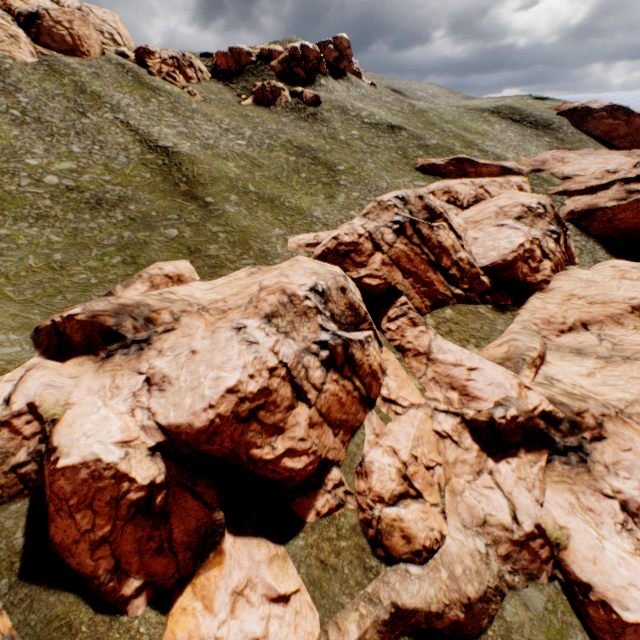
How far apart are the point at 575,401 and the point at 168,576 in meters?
25.2 m

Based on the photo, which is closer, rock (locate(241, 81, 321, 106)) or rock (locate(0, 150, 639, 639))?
rock (locate(0, 150, 639, 639))

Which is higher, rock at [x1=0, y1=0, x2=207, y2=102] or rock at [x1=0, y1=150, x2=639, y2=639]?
rock at [x1=0, y1=0, x2=207, y2=102]

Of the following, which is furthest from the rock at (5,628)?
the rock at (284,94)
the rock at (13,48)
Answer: the rock at (13,48)

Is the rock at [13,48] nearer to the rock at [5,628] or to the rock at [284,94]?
the rock at [284,94]

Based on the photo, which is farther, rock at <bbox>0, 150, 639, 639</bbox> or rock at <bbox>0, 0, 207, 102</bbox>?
rock at <bbox>0, 0, 207, 102</bbox>

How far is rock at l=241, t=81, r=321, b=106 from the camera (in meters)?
57.84

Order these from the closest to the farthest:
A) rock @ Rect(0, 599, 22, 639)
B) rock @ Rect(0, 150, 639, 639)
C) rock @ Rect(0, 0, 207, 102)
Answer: rock @ Rect(0, 599, 22, 639), rock @ Rect(0, 150, 639, 639), rock @ Rect(0, 0, 207, 102)
